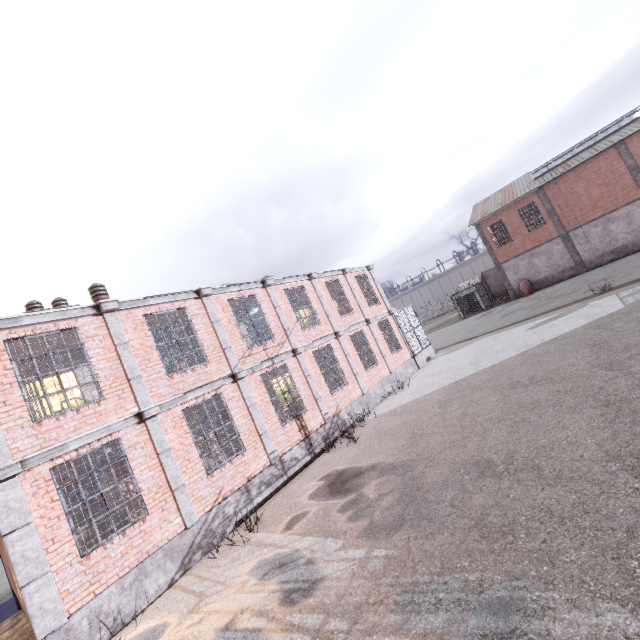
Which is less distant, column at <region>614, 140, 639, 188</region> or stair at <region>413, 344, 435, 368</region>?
stair at <region>413, 344, 435, 368</region>

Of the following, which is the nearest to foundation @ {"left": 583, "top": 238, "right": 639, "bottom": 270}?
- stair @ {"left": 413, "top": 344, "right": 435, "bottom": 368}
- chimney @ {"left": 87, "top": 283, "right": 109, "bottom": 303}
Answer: stair @ {"left": 413, "top": 344, "right": 435, "bottom": 368}

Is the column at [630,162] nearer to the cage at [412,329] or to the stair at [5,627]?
the cage at [412,329]

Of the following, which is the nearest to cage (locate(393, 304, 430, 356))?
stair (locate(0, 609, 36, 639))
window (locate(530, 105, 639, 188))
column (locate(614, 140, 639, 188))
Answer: window (locate(530, 105, 639, 188))

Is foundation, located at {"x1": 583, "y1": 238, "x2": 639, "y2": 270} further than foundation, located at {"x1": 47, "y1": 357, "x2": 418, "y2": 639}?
Yes

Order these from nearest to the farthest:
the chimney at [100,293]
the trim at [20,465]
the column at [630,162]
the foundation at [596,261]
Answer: the trim at [20,465]
the chimney at [100,293]
the column at [630,162]
the foundation at [596,261]

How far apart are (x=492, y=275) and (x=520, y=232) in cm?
885

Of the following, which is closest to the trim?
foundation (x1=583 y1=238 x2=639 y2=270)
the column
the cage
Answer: the cage
